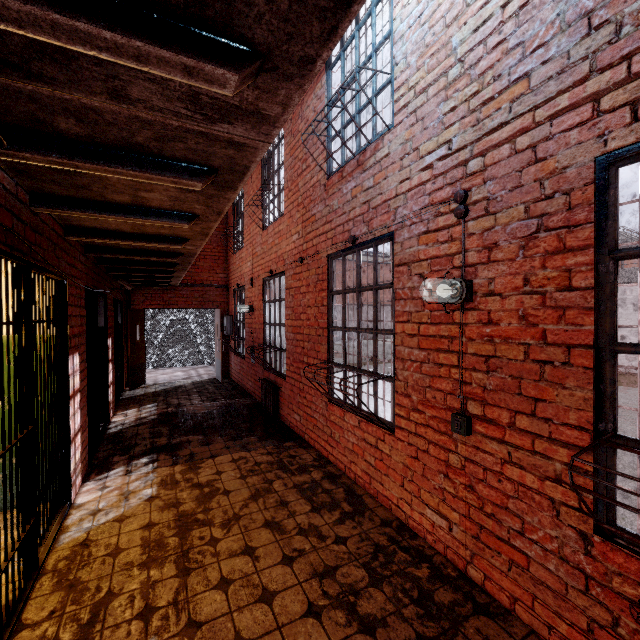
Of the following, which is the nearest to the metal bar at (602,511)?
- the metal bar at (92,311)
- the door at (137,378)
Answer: the metal bar at (92,311)

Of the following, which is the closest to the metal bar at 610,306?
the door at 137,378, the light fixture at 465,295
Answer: the light fixture at 465,295

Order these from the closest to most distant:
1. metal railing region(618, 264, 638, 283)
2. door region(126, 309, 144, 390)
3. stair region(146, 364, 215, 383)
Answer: door region(126, 309, 144, 390), stair region(146, 364, 215, 383), metal railing region(618, 264, 638, 283)

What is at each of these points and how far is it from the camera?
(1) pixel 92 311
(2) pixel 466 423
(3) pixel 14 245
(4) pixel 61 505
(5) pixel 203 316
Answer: (1) metal bar, 4.7 meters
(2) wiring, 2.3 meters
(3) building, 2.1 meters
(4) metal bar, 3.3 meters
(5) cage, 12.9 meters

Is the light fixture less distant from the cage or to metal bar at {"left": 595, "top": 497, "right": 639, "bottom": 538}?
metal bar at {"left": 595, "top": 497, "right": 639, "bottom": 538}

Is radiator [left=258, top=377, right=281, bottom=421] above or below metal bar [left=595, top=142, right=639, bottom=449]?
below

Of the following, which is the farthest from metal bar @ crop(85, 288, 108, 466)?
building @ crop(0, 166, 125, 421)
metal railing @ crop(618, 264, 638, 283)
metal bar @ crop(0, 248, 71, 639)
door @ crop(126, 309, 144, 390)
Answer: metal railing @ crop(618, 264, 638, 283)

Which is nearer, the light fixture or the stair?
the light fixture
